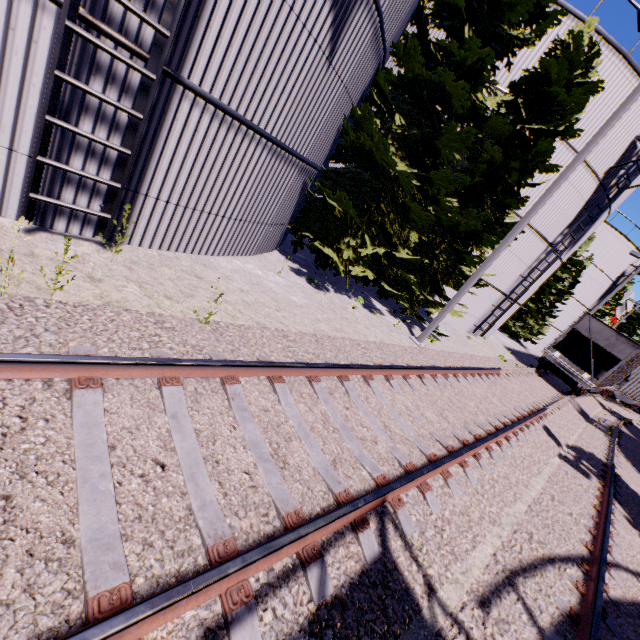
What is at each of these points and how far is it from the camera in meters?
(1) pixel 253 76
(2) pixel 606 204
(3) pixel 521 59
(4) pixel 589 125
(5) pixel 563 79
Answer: (1) silo, 5.3 m
(2) silo, 15.2 m
(3) silo, 12.5 m
(4) silo, 13.0 m
(5) tree, 10.4 m

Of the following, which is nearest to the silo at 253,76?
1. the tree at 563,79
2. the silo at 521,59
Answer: the tree at 563,79

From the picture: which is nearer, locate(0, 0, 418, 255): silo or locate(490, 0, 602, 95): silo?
locate(0, 0, 418, 255): silo

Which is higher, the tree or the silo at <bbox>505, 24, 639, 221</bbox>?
the silo at <bbox>505, 24, 639, 221</bbox>

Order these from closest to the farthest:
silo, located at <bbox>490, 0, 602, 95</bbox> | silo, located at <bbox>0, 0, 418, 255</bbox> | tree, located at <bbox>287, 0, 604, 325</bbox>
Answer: silo, located at <bbox>0, 0, 418, 255</bbox>, tree, located at <bbox>287, 0, 604, 325</bbox>, silo, located at <bbox>490, 0, 602, 95</bbox>

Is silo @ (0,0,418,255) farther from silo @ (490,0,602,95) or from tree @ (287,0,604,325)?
silo @ (490,0,602,95)

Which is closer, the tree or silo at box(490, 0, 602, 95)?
the tree

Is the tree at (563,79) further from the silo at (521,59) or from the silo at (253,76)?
the silo at (521,59)
